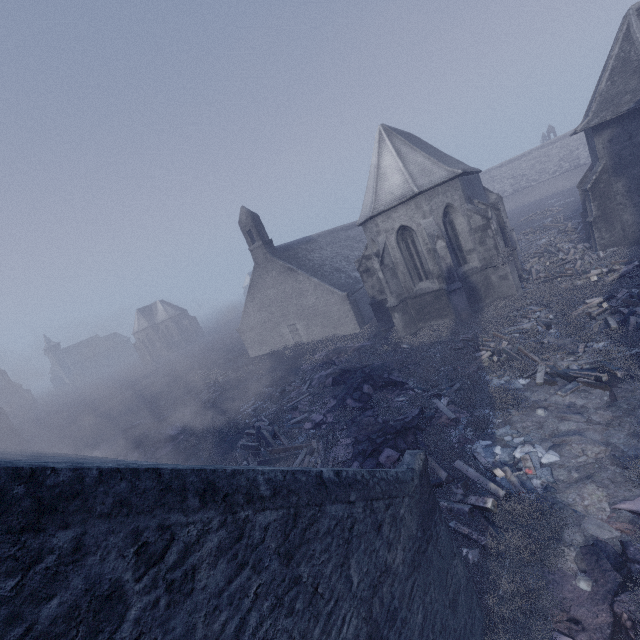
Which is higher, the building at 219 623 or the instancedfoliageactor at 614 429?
the building at 219 623

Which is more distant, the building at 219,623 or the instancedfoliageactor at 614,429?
the instancedfoliageactor at 614,429

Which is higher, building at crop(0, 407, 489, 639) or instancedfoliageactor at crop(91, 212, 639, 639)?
building at crop(0, 407, 489, 639)

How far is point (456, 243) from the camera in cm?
1831

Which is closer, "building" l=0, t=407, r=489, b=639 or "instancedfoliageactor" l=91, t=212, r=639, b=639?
"building" l=0, t=407, r=489, b=639
